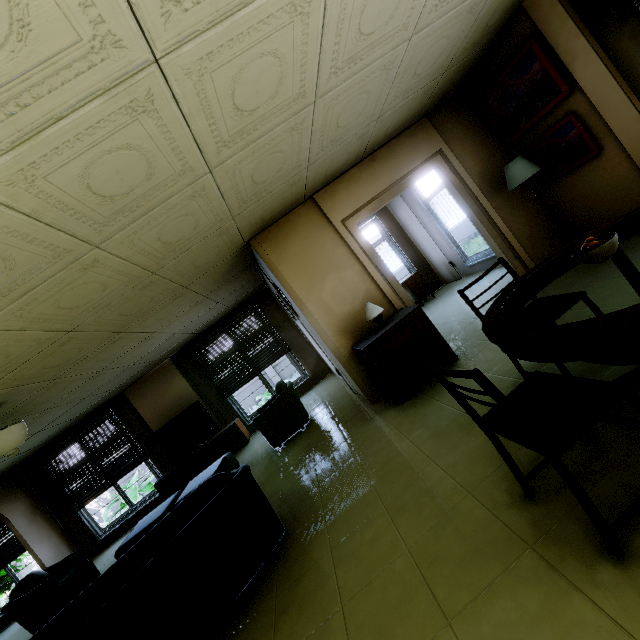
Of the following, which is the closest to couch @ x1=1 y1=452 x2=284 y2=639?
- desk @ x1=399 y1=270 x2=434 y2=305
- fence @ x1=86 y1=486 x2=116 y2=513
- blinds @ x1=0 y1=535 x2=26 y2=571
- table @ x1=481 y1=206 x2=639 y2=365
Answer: table @ x1=481 y1=206 x2=639 y2=365

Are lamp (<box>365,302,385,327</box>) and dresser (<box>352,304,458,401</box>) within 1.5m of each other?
yes

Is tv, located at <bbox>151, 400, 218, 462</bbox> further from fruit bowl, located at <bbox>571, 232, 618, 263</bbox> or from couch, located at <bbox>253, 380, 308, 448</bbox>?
fruit bowl, located at <bbox>571, 232, 618, 263</bbox>

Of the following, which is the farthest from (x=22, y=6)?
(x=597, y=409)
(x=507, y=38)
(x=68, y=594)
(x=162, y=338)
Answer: (x=68, y=594)

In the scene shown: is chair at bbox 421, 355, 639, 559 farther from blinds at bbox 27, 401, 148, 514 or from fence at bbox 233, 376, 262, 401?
fence at bbox 233, 376, 262, 401

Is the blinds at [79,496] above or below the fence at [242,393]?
above

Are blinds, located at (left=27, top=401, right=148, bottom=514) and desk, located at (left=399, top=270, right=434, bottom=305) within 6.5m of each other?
no

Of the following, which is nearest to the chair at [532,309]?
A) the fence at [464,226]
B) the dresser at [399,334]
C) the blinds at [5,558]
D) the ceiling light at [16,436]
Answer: the dresser at [399,334]
